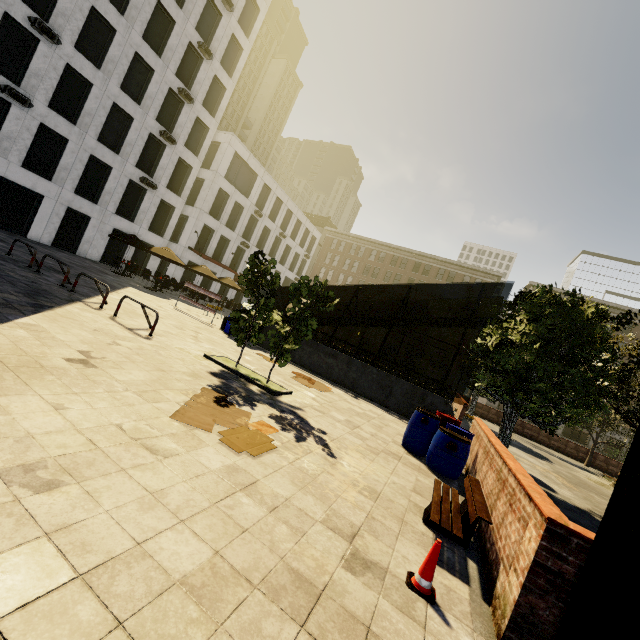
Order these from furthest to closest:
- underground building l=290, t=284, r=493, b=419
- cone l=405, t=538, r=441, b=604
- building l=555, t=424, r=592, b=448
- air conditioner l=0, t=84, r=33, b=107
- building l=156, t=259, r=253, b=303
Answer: building l=555, t=424, r=592, b=448, building l=156, t=259, r=253, b=303, air conditioner l=0, t=84, r=33, b=107, underground building l=290, t=284, r=493, b=419, cone l=405, t=538, r=441, b=604

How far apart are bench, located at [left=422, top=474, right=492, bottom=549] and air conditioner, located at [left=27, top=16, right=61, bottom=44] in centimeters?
2798cm

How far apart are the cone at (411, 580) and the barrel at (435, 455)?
3.91m

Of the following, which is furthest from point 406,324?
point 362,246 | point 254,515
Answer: point 362,246

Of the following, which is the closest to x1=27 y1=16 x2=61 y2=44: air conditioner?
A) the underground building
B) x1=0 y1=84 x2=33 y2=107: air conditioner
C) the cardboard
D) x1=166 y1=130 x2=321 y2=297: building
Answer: x1=0 y1=84 x2=33 y2=107: air conditioner

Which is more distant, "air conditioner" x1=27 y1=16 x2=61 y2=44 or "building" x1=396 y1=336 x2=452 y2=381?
"building" x1=396 y1=336 x2=452 y2=381

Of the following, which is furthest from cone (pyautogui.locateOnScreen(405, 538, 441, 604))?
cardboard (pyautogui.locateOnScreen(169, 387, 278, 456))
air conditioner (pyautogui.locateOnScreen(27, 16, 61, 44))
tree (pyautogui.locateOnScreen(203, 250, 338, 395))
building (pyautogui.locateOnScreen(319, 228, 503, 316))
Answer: air conditioner (pyautogui.locateOnScreen(27, 16, 61, 44))

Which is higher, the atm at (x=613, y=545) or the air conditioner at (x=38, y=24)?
the air conditioner at (x=38, y=24)
